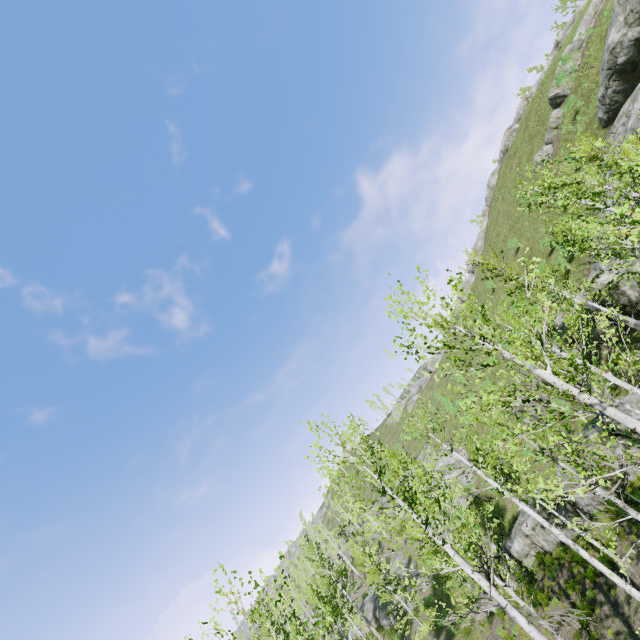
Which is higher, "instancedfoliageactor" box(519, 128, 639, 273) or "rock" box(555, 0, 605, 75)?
"rock" box(555, 0, 605, 75)

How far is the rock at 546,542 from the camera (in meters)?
19.50

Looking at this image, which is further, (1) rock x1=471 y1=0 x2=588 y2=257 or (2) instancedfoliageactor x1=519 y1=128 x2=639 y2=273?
(1) rock x1=471 y1=0 x2=588 y2=257

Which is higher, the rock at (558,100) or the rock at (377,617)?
the rock at (558,100)

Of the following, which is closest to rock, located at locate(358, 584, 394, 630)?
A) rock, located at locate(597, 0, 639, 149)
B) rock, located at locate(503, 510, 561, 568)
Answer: rock, located at locate(503, 510, 561, 568)

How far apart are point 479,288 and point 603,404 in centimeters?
5083cm

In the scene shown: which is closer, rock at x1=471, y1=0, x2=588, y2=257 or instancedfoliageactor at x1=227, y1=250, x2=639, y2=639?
instancedfoliageactor at x1=227, y1=250, x2=639, y2=639

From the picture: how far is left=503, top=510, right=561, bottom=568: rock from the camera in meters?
19.5 m
